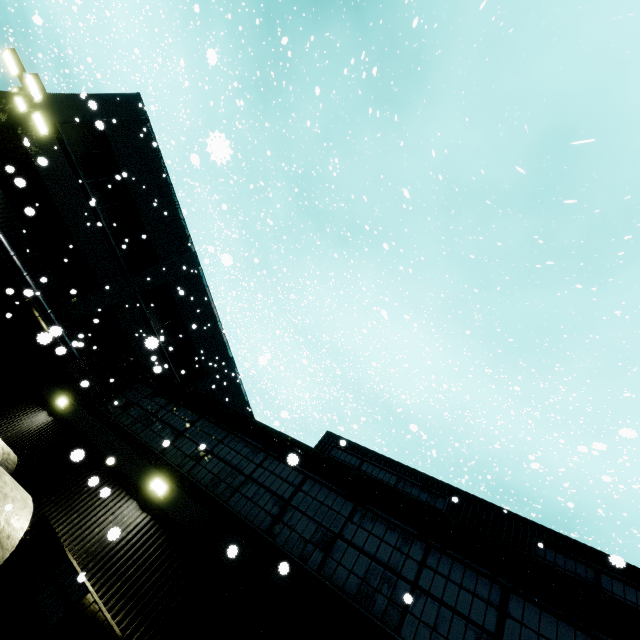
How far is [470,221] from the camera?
25.0m

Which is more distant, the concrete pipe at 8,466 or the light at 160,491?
the concrete pipe at 8,466

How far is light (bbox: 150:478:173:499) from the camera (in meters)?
6.97

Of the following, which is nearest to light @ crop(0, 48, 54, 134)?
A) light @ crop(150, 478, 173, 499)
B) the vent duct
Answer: the vent duct

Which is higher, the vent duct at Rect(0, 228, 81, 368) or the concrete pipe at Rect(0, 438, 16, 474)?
the vent duct at Rect(0, 228, 81, 368)

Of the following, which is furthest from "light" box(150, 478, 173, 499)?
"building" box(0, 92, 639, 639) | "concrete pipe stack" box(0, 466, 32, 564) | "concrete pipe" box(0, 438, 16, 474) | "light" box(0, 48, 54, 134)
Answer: "light" box(0, 48, 54, 134)

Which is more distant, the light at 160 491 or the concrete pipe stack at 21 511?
the light at 160 491

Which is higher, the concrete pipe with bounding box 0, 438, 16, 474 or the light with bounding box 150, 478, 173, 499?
the light with bounding box 150, 478, 173, 499
